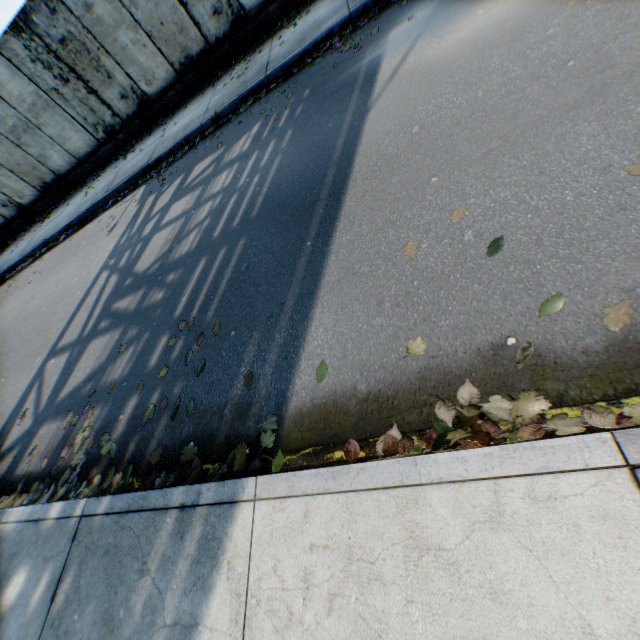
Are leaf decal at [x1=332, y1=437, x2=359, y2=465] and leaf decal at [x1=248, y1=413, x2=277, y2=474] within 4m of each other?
yes

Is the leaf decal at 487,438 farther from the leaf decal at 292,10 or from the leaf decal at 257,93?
the leaf decal at 292,10

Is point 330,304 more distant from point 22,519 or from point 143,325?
point 22,519

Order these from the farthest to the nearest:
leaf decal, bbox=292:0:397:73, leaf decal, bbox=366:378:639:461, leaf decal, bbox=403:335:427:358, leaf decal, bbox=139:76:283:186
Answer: leaf decal, bbox=139:76:283:186
leaf decal, bbox=292:0:397:73
leaf decal, bbox=403:335:427:358
leaf decal, bbox=366:378:639:461

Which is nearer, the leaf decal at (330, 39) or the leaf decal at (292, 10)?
the leaf decal at (330, 39)

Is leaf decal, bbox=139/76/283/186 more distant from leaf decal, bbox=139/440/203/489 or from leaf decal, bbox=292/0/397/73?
leaf decal, bbox=139/440/203/489

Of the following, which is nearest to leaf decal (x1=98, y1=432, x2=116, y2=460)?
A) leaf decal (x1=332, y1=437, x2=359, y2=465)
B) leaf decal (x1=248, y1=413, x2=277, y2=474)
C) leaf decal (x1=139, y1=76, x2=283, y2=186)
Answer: leaf decal (x1=248, y1=413, x2=277, y2=474)

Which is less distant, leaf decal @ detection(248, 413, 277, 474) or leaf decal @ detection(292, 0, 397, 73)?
leaf decal @ detection(248, 413, 277, 474)
